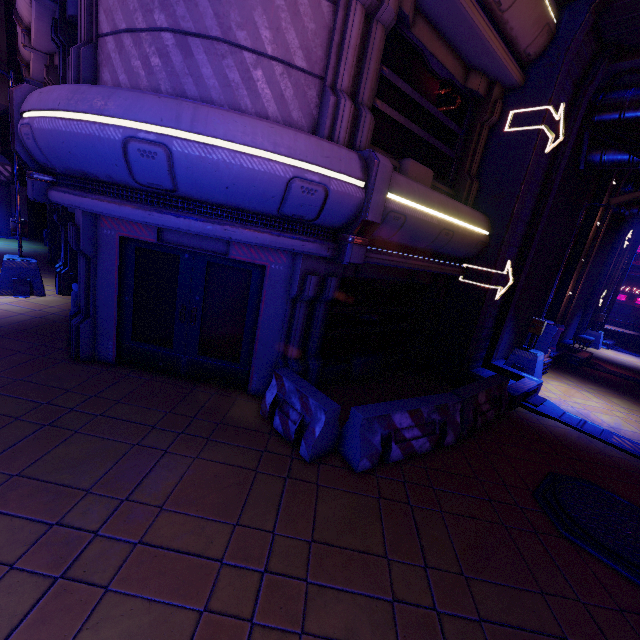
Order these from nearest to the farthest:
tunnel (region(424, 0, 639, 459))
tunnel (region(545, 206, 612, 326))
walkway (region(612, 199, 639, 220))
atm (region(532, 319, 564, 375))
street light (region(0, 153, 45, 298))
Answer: tunnel (region(424, 0, 639, 459)), street light (region(0, 153, 45, 298)), atm (region(532, 319, 564, 375)), tunnel (region(545, 206, 612, 326)), walkway (region(612, 199, 639, 220))

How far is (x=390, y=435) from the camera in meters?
5.2 m

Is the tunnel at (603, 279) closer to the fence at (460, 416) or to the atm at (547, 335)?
the atm at (547, 335)

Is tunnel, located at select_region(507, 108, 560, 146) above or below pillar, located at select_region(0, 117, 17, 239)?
above

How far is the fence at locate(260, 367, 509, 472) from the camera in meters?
4.9 m

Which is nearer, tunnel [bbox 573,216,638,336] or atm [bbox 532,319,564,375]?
atm [bbox 532,319,564,375]

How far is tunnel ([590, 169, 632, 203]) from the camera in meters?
13.1 m

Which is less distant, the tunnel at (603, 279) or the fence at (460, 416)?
the fence at (460, 416)
